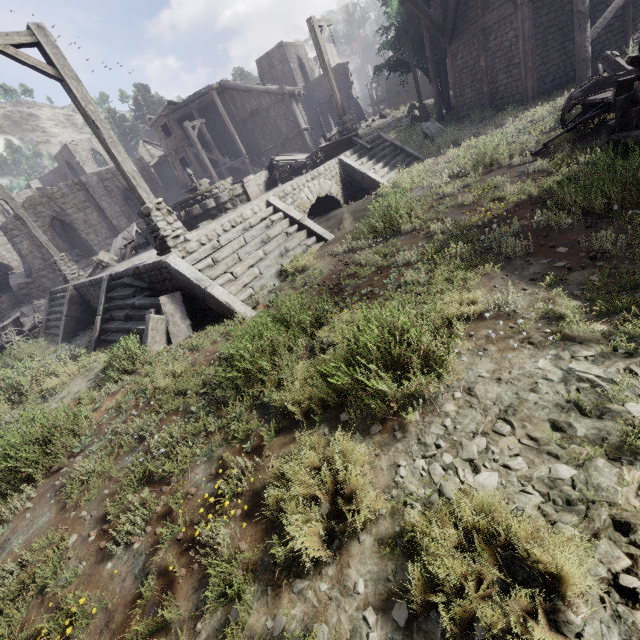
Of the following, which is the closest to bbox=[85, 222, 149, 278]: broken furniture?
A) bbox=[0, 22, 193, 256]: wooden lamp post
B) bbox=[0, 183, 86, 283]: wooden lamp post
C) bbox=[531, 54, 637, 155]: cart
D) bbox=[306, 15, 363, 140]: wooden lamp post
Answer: bbox=[0, 183, 86, 283]: wooden lamp post

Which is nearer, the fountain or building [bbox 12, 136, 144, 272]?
the fountain

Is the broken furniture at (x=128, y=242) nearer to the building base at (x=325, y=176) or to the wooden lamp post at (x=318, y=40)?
the building base at (x=325, y=176)

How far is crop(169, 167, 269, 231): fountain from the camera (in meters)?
11.81

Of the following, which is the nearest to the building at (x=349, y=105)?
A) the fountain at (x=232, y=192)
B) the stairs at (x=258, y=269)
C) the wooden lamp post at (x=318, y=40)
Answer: the stairs at (x=258, y=269)

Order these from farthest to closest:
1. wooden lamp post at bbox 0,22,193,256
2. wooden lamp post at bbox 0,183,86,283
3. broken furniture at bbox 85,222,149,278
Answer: wooden lamp post at bbox 0,183,86,283, broken furniture at bbox 85,222,149,278, wooden lamp post at bbox 0,22,193,256

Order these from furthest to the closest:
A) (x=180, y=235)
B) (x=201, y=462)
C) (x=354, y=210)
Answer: (x=354, y=210), (x=180, y=235), (x=201, y=462)

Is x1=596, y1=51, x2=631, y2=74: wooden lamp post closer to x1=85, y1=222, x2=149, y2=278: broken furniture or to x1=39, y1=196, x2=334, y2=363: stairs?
x1=39, y1=196, x2=334, y2=363: stairs
